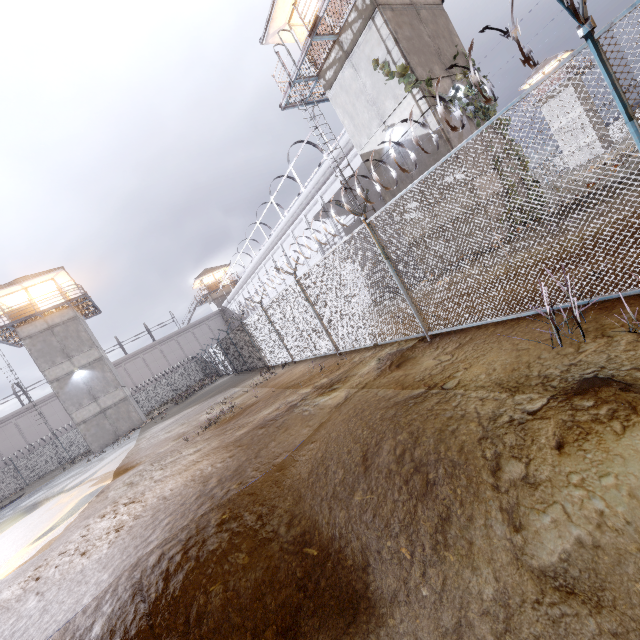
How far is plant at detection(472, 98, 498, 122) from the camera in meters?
12.6 m

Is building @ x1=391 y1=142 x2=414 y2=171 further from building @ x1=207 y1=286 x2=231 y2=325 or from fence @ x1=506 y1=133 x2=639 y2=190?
building @ x1=207 y1=286 x2=231 y2=325

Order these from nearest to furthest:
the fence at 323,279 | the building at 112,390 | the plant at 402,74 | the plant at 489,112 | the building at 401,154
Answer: the fence at 323,279
the plant at 402,74
the plant at 489,112
the building at 401,154
the building at 112,390

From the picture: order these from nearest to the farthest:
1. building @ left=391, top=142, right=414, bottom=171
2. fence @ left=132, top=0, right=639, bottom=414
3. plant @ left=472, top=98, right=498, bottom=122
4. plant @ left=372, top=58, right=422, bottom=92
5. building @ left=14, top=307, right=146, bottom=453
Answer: fence @ left=132, top=0, right=639, bottom=414
plant @ left=372, top=58, right=422, bottom=92
plant @ left=472, top=98, right=498, bottom=122
building @ left=391, top=142, right=414, bottom=171
building @ left=14, top=307, right=146, bottom=453

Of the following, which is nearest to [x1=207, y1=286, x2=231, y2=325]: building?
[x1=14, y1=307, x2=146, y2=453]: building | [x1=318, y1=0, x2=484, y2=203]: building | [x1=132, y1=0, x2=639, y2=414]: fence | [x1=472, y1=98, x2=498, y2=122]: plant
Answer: [x1=132, y1=0, x2=639, y2=414]: fence

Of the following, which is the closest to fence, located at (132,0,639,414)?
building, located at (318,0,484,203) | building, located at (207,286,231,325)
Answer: building, located at (318,0,484,203)

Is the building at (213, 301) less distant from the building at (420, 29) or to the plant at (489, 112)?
the building at (420, 29)

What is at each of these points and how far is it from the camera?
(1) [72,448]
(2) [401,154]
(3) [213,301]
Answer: (1) fence, 34.9m
(2) building, 13.5m
(3) building, 50.7m
